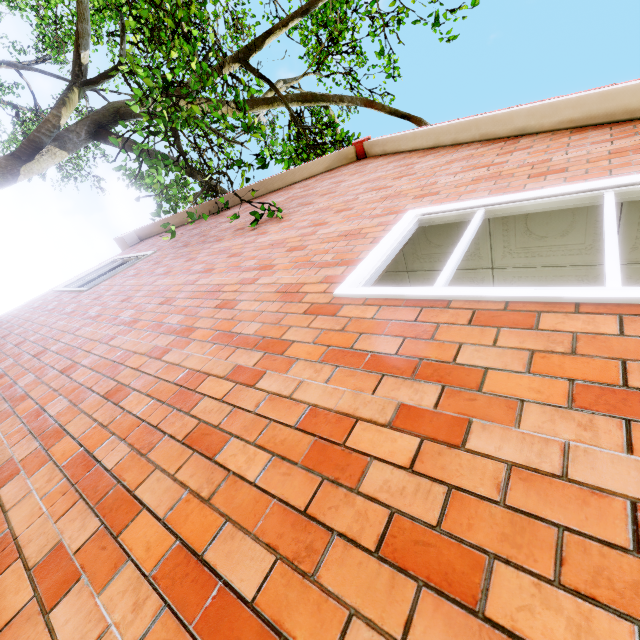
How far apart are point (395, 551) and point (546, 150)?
3.8m
